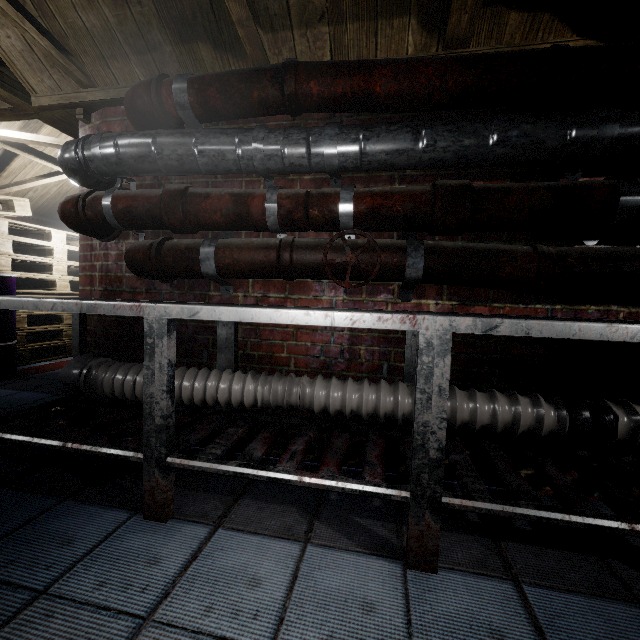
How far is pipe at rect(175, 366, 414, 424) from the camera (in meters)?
1.43

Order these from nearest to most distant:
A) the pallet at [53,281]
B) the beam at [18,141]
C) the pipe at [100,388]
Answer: the pipe at [100,388]
the beam at [18,141]
the pallet at [53,281]

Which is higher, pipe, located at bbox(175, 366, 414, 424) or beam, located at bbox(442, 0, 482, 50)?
beam, located at bbox(442, 0, 482, 50)

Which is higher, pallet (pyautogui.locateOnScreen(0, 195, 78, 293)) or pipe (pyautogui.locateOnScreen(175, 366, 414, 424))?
pallet (pyautogui.locateOnScreen(0, 195, 78, 293))

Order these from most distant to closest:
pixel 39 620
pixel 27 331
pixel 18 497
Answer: pixel 27 331
pixel 18 497
pixel 39 620

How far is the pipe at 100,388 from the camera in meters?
1.6

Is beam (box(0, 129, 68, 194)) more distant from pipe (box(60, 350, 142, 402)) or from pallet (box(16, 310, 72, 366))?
pipe (box(60, 350, 142, 402))
